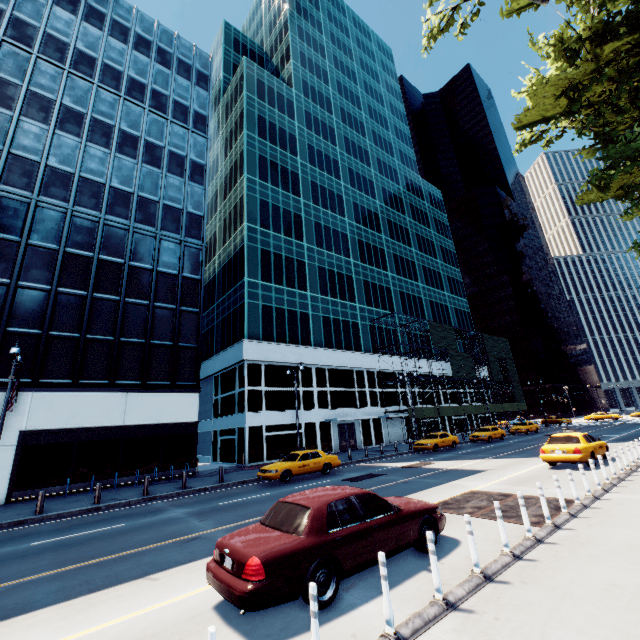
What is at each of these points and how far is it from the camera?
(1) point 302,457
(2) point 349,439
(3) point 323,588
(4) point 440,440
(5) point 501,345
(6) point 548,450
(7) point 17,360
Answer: (1) vehicle, 19.1 meters
(2) door, 35.0 meters
(3) vehicle, 5.2 meters
(4) vehicle, 28.5 meters
(5) scaffolding, 57.9 meters
(6) vehicle, 15.4 meters
(7) light, 15.6 meters

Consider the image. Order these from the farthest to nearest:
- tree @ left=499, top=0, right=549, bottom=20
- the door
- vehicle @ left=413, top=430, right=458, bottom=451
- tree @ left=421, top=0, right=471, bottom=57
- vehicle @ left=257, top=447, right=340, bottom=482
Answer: the door, vehicle @ left=413, top=430, right=458, bottom=451, vehicle @ left=257, top=447, right=340, bottom=482, tree @ left=421, top=0, right=471, bottom=57, tree @ left=499, top=0, right=549, bottom=20

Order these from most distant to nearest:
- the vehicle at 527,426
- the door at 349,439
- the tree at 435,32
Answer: the vehicle at 527,426
the door at 349,439
the tree at 435,32

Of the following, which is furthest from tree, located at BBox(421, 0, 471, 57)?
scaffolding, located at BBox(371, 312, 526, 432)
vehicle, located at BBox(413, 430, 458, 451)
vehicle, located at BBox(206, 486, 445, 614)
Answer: scaffolding, located at BBox(371, 312, 526, 432)

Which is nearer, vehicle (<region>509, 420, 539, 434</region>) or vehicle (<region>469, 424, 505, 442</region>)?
vehicle (<region>469, 424, 505, 442</region>)

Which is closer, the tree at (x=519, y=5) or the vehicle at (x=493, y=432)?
the tree at (x=519, y=5)

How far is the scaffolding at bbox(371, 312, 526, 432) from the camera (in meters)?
40.69

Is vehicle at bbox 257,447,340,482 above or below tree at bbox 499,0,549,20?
below
